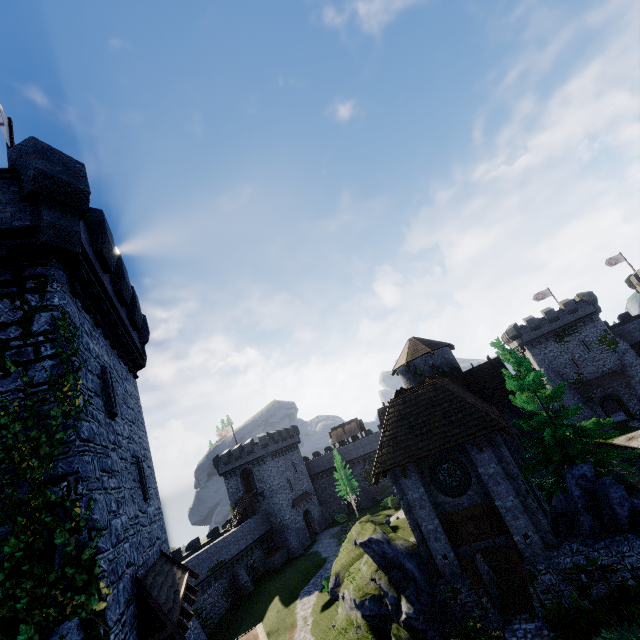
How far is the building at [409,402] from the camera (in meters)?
14.62

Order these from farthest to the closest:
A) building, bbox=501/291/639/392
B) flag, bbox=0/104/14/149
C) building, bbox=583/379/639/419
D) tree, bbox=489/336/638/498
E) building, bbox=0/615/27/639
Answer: building, bbox=501/291/639/392 → building, bbox=583/379/639/419 → tree, bbox=489/336/638/498 → flag, bbox=0/104/14/149 → building, bbox=0/615/27/639

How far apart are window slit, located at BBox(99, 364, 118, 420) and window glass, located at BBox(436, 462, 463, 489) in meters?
14.8 m

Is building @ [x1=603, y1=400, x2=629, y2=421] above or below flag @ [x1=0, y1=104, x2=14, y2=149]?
below

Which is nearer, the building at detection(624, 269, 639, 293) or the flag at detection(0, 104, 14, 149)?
the flag at detection(0, 104, 14, 149)

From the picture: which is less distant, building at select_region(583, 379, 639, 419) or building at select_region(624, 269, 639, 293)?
building at select_region(583, 379, 639, 419)

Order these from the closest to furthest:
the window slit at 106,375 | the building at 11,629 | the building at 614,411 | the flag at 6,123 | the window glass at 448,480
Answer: the building at 11,629
the window slit at 106,375
the flag at 6,123
the window glass at 448,480
the building at 614,411

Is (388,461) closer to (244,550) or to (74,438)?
(74,438)
